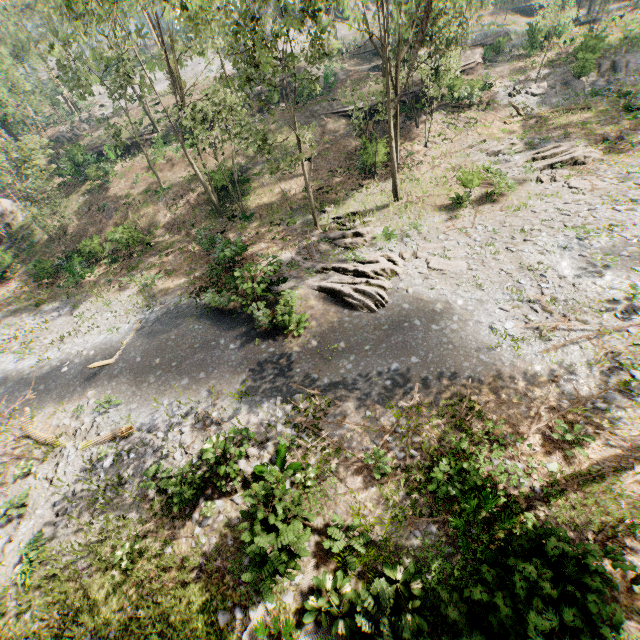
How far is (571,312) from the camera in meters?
12.8

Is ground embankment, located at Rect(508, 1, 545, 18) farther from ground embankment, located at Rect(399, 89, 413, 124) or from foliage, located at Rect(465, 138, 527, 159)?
ground embankment, located at Rect(399, 89, 413, 124)

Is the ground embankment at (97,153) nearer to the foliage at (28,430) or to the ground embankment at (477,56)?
the foliage at (28,430)

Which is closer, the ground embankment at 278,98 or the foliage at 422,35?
the foliage at 422,35

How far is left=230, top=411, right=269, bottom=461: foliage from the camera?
10.9m

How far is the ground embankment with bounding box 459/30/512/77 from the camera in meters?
33.4

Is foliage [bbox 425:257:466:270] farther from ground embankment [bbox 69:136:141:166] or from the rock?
the rock

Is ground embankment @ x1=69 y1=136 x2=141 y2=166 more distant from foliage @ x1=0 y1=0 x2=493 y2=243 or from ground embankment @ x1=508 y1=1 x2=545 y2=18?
ground embankment @ x1=508 y1=1 x2=545 y2=18
